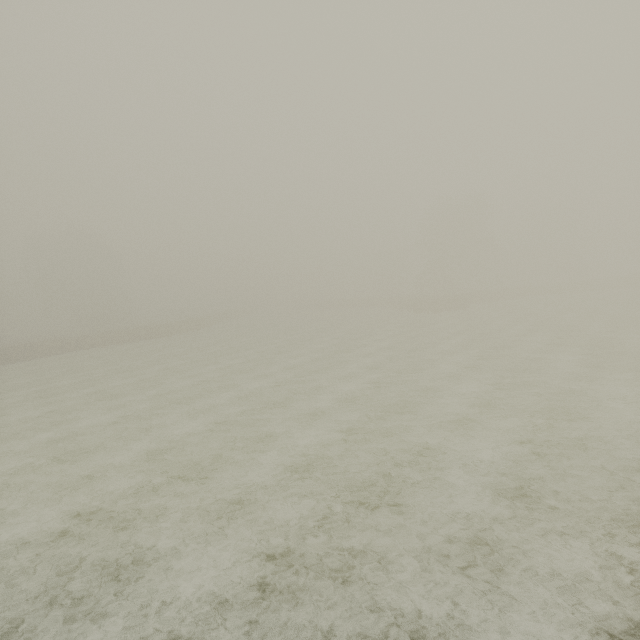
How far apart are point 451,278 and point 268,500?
52.8 meters
